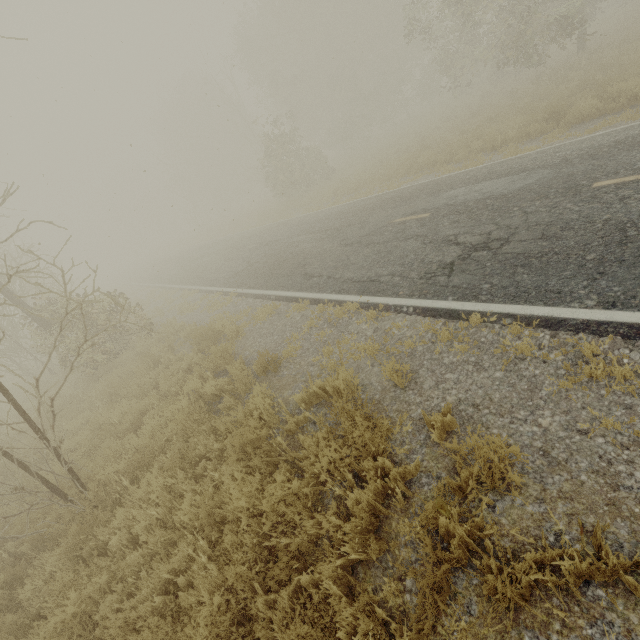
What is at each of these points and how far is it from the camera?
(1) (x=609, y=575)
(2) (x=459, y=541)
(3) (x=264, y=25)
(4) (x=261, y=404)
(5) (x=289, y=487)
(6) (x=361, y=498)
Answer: (1) tree, 2.2 meters
(2) tree, 2.7 meters
(3) tree, 28.6 meters
(4) tree, 4.9 meters
(5) tree, 3.9 meters
(6) tree, 3.2 meters

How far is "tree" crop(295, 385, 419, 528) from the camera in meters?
3.2

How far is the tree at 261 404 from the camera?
4.9 meters

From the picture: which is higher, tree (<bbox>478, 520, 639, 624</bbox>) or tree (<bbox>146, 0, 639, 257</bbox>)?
tree (<bbox>146, 0, 639, 257</bbox>)

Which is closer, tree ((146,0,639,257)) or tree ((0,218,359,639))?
tree ((0,218,359,639))
